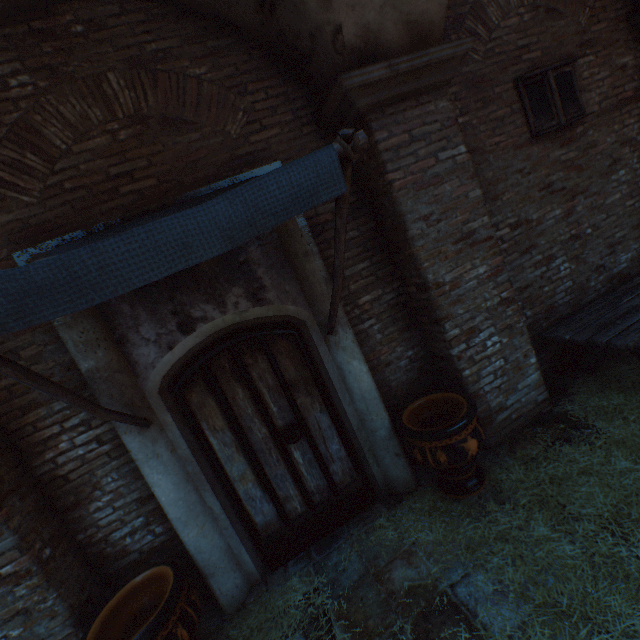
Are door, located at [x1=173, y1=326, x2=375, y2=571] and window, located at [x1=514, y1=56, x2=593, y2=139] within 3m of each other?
no

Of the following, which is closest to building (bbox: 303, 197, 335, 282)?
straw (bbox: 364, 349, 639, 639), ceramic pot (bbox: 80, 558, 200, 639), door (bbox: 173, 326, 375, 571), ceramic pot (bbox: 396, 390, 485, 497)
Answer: straw (bbox: 364, 349, 639, 639)

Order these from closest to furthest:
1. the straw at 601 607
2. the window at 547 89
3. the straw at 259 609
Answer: the straw at 601 607 → the straw at 259 609 → the window at 547 89

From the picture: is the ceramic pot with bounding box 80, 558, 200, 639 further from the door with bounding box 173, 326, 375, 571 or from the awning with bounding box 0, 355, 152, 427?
the awning with bounding box 0, 355, 152, 427

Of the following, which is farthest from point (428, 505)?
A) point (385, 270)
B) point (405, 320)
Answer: point (385, 270)

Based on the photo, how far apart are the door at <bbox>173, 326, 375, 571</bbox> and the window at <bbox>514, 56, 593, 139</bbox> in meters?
3.9

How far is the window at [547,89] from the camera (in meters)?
4.06

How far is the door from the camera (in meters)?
3.04
